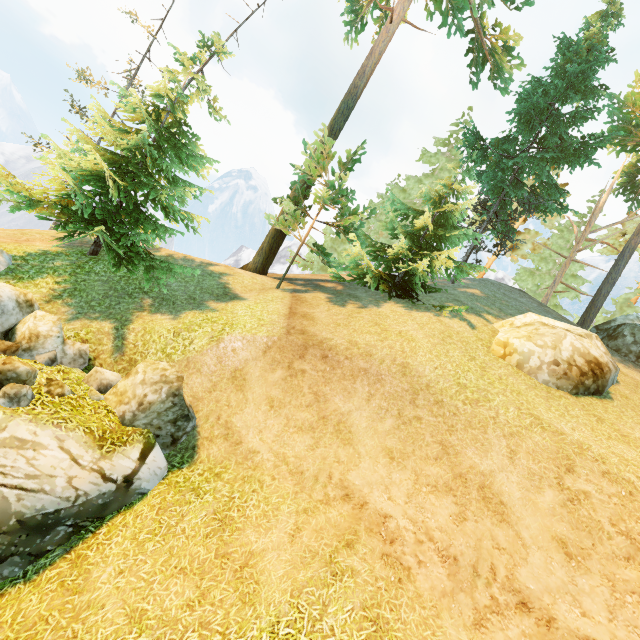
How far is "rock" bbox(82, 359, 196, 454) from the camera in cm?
823

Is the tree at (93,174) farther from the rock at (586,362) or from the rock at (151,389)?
the rock at (586,362)

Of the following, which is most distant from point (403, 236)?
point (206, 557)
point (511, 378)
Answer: point (206, 557)

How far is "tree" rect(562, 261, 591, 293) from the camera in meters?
26.8 m

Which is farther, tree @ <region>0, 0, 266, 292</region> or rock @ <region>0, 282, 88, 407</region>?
tree @ <region>0, 0, 266, 292</region>

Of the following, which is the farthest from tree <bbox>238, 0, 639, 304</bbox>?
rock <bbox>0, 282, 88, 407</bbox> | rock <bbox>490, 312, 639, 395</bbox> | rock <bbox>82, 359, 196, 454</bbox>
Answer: rock <bbox>490, 312, 639, 395</bbox>

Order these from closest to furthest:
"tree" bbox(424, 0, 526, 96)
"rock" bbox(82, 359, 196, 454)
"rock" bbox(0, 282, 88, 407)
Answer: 1. "rock" bbox(0, 282, 88, 407)
2. "rock" bbox(82, 359, 196, 454)
3. "tree" bbox(424, 0, 526, 96)

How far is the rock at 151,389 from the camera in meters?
8.2 m
